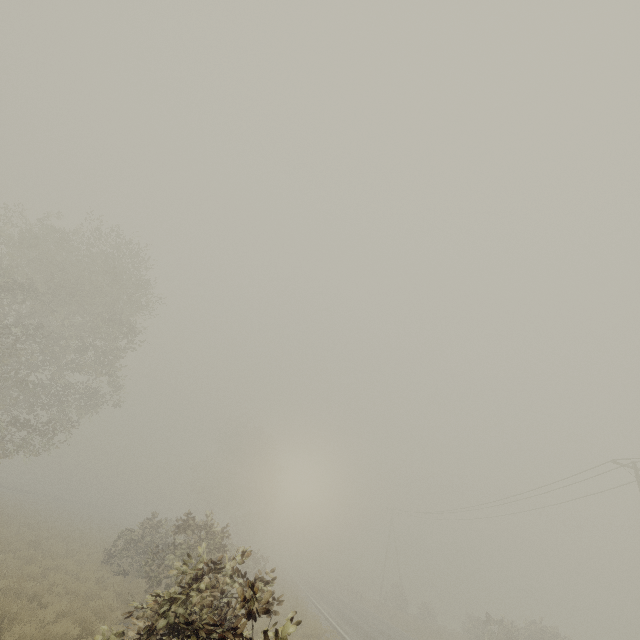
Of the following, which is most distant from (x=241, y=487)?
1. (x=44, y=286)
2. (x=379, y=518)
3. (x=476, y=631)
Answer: (x=44, y=286)

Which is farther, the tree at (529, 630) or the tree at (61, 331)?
the tree at (529, 630)

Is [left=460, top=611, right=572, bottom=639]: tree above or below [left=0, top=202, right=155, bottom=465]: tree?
below

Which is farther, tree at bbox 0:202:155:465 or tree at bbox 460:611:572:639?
tree at bbox 460:611:572:639

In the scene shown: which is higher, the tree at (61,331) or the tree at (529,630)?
the tree at (61,331)
